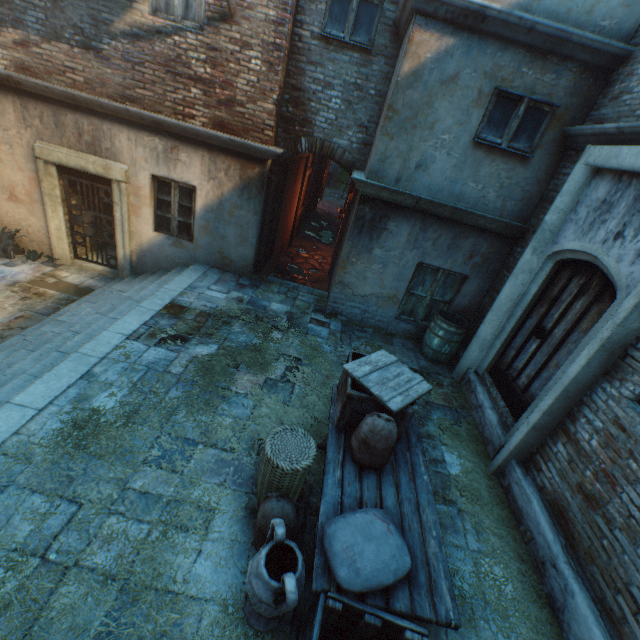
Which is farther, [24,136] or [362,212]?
[24,136]

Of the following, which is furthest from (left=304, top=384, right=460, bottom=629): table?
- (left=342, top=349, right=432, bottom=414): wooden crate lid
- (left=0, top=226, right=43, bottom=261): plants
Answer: (left=0, top=226, right=43, bottom=261): plants

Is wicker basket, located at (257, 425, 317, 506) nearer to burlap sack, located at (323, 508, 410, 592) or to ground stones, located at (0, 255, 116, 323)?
burlap sack, located at (323, 508, 410, 592)

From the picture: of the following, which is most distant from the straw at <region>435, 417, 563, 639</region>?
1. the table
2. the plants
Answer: the plants

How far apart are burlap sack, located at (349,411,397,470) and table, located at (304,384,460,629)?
0.0m

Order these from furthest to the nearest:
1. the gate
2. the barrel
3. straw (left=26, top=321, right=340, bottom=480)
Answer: the gate → the barrel → straw (left=26, top=321, right=340, bottom=480)

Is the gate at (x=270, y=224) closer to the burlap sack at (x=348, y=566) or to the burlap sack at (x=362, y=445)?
the burlap sack at (x=362, y=445)

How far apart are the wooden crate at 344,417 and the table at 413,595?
0.0 meters
